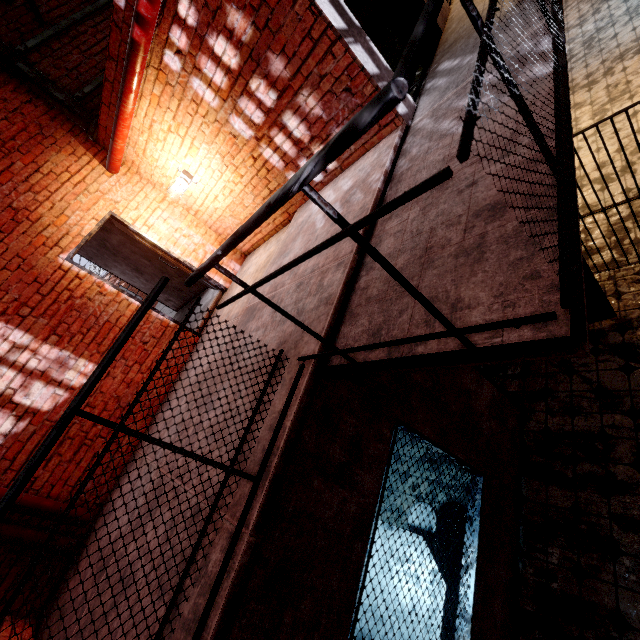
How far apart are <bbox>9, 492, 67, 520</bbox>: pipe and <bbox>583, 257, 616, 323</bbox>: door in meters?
5.5 m

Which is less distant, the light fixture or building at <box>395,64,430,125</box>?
building at <box>395,64,430,125</box>

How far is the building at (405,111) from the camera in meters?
3.5

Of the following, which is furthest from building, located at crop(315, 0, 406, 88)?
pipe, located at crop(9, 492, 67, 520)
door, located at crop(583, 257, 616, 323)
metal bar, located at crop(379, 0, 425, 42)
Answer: pipe, located at crop(9, 492, 67, 520)

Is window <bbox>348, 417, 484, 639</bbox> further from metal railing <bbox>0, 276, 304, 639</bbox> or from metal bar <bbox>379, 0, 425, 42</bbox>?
metal bar <bbox>379, 0, 425, 42</bbox>

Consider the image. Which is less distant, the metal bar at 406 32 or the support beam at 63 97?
the metal bar at 406 32

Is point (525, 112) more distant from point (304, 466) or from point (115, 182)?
point (115, 182)

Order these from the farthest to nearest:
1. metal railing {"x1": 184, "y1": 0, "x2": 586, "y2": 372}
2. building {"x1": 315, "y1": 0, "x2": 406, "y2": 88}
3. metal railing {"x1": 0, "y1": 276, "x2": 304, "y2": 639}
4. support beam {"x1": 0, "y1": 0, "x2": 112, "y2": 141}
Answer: support beam {"x1": 0, "y1": 0, "x2": 112, "y2": 141}
building {"x1": 315, "y1": 0, "x2": 406, "y2": 88}
metal railing {"x1": 0, "y1": 276, "x2": 304, "y2": 639}
metal railing {"x1": 184, "y1": 0, "x2": 586, "y2": 372}
